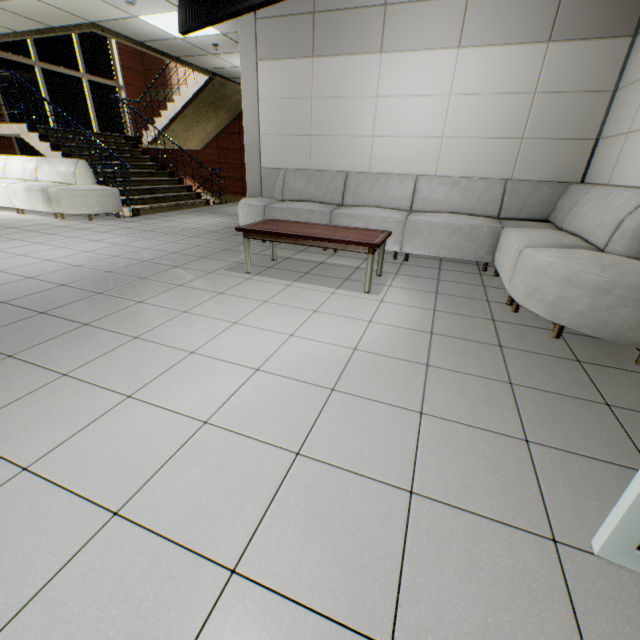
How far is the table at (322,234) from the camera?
3.18m

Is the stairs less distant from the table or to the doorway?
the table

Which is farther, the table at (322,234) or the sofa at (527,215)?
the table at (322,234)

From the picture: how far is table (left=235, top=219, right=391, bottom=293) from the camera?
3.2 meters

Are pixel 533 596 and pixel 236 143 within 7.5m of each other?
no

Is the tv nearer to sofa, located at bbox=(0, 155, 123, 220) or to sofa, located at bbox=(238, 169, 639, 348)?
sofa, located at bbox=(238, 169, 639, 348)

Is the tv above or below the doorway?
above

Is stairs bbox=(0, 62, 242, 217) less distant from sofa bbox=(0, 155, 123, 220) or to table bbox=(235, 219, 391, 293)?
sofa bbox=(0, 155, 123, 220)
